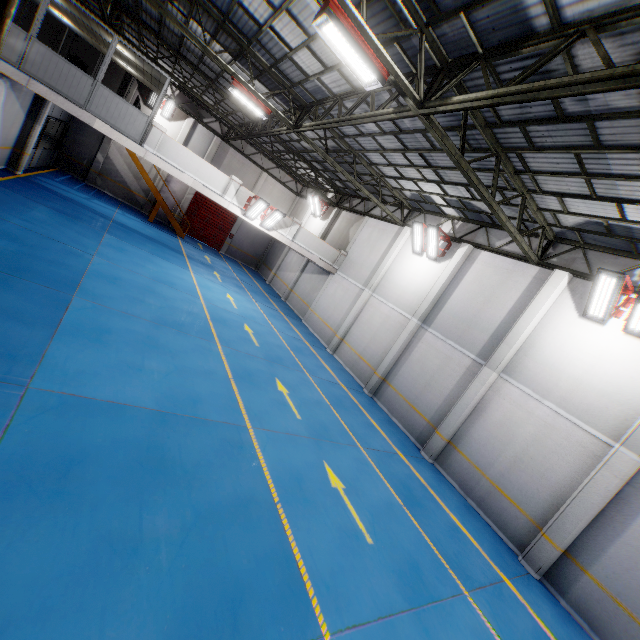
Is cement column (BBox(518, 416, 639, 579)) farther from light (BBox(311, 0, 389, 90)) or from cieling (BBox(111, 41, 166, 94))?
cieling (BBox(111, 41, 166, 94))

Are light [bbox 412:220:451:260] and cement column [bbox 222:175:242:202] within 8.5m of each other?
no

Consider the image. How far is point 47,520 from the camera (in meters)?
3.63

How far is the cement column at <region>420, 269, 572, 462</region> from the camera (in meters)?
10.66

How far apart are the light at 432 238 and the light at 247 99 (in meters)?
8.01

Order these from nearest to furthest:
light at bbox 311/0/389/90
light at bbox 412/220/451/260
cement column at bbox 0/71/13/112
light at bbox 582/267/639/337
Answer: light at bbox 311/0/389/90 → light at bbox 582/267/639/337 → cement column at bbox 0/71/13/112 → light at bbox 412/220/451/260

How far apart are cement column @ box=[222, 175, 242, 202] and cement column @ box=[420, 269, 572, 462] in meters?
13.6 m

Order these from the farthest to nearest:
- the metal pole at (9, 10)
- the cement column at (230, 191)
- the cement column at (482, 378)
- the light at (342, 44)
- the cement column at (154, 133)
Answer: the cement column at (230, 191), the cement column at (154, 133), the cement column at (482, 378), the metal pole at (9, 10), the light at (342, 44)
